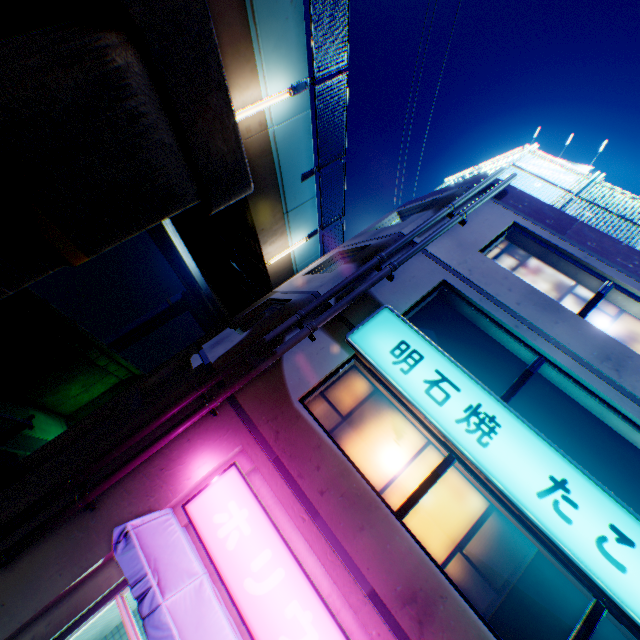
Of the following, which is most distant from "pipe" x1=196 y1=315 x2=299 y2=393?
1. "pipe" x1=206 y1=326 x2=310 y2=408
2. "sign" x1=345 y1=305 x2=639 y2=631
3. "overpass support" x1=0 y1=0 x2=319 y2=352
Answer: "overpass support" x1=0 y1=0 x2=319 y2=352

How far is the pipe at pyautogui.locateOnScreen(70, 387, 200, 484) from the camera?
5.68m

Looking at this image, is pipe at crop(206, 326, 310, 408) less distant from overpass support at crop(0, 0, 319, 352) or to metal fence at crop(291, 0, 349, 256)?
metal fence at crop(291, 0, 349, 256)

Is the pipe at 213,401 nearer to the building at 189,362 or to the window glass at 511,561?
the building at 189,362

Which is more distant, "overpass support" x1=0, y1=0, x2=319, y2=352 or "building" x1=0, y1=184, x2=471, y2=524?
"building" x1=0, y1=184, x2=471, y2=524

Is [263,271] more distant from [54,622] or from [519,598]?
[519,598]

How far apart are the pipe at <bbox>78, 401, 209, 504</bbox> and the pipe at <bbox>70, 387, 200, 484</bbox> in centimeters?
15cm

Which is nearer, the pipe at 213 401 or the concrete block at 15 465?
the pipe at 213 401
